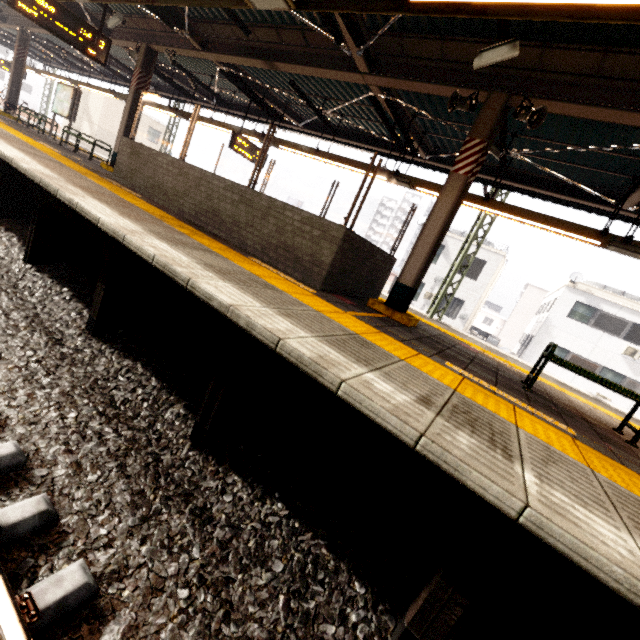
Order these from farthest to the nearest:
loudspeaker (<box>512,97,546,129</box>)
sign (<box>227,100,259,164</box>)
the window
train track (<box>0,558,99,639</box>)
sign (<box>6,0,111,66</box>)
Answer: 1. the window
2. sign (<box>227,100,259,164</box>)
3. sign (<box>6,0,111,66</box>)
4. loudspeaker (<box>512,97,546,129</box>)
5. train track (<box>0,558,99,639</box>)

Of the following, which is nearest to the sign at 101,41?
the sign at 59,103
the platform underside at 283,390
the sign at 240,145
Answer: the platform underside at 283,390

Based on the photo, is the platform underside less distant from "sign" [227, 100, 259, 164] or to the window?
"sign" [227, 100, 259, 164]

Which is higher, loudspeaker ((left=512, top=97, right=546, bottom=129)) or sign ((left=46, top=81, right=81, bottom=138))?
loudspeaker ((left=512, top=97, right=546, bottom=129))

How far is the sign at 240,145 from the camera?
10.0 meters

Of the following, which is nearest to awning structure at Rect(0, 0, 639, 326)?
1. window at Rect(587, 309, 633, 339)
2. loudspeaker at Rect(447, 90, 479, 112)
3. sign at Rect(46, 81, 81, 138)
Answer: loudspeaker at Rect(447, 90, 479, 112)

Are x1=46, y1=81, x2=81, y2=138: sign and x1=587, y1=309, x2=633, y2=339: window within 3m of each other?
no

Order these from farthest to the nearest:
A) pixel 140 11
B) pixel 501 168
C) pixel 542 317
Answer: pixel 542 317, pixel 140 11, pixel 501 168
